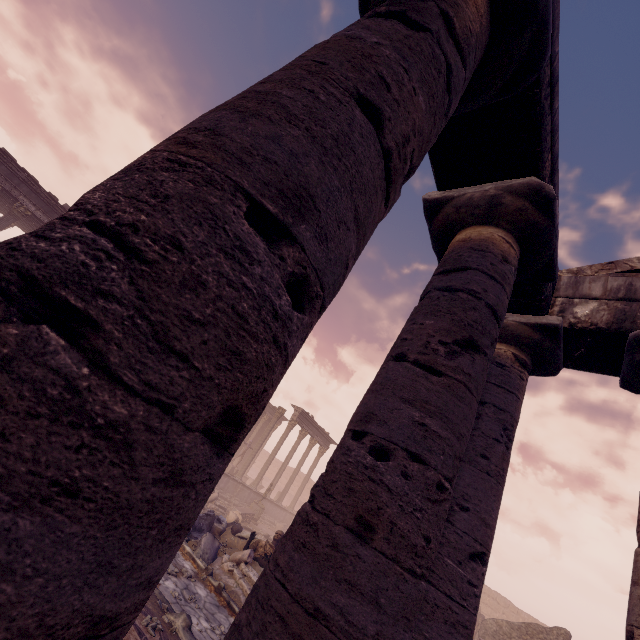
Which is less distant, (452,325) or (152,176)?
(152,176)

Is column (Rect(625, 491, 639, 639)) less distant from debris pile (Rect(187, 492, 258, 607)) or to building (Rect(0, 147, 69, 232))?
debris pile (Rect(187, 492, 258, 607))

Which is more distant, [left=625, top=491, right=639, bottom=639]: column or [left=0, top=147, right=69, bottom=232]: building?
[left=0, top=147, right=69, bottom=232]: building

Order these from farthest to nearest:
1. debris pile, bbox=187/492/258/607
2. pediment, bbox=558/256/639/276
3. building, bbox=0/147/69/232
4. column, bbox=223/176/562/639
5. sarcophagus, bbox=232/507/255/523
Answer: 1. sarcophagus, bbox=232/507/255/523
2. building, bbox=0/147/69/232
3. debris pile, bbox=187/492/258/607
4. pediment, bbox=558/256/639/276
5. column, bbox=223/176/562/639

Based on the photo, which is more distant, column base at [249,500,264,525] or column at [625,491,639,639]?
column base at [249,500,264,525]

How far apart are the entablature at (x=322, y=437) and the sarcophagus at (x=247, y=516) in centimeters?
694cm

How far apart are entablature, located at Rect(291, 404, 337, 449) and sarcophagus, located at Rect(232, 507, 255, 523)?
6.94m

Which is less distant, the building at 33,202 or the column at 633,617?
the column at 633,617
